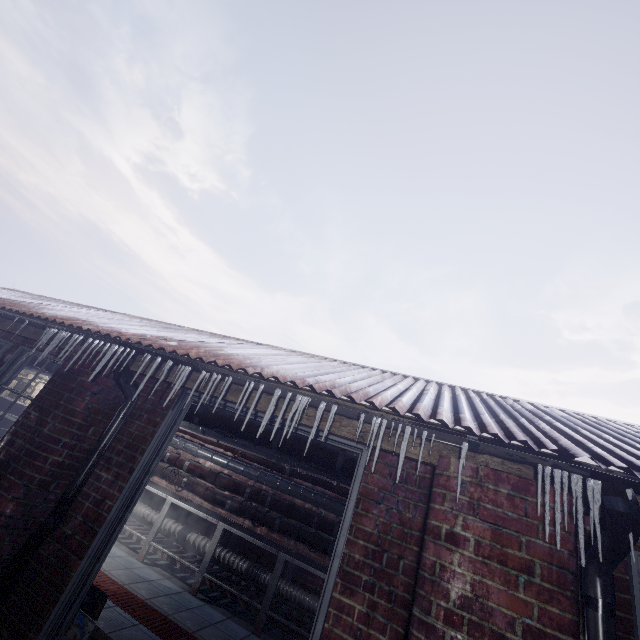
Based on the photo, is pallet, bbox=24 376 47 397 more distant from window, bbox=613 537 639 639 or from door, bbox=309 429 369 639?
window, bbox=613 537 639 639

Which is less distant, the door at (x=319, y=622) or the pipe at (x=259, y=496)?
the door at (x=319, y=622)

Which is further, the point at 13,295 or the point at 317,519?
the point at 13,295

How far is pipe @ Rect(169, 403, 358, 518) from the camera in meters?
2.9

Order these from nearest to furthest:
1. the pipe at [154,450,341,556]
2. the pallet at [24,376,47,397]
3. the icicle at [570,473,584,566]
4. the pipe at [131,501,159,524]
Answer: the icicle at [570,473,584,566], the pipe at [154,450,341,556], the pipe at [131,501,159,524], the pallet at [24,376,47,397]

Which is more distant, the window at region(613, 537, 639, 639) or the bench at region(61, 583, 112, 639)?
the bench at region(61, 583, 112, 639)

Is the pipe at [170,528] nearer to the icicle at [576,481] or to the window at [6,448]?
the window at [6,448]

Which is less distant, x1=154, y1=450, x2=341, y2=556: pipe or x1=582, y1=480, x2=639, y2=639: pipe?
x1=582, y1=480, x2=639, y2=639: pipe
